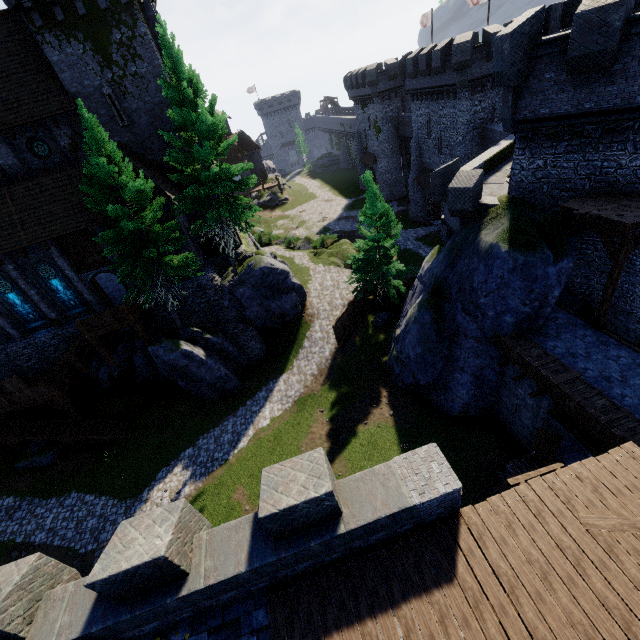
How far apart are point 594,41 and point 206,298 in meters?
24.2 m

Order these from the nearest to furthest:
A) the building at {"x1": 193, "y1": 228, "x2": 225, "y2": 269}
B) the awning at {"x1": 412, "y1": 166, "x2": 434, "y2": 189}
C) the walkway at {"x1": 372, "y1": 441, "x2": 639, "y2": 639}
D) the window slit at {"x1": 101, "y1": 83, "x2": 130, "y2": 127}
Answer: the walkway at {"x1": 372, "y1": 441, "x2": 639, "y2": 639} < the window slit at {"x1": 101, "y1": 83, "x2": 130, "y2": 127} < the building at {"x1": 193, "y1": 228, "x2": 225, "y2": 269} < the awning at {"x1": 412, "y1": 166, "x2": 434, "y2": 189}

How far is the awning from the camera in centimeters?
3641cm

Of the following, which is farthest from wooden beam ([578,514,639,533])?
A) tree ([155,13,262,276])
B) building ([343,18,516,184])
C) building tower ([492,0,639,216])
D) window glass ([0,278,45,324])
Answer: building ([343,18,516,184])

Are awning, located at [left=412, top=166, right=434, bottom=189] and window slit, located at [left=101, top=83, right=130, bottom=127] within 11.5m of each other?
no

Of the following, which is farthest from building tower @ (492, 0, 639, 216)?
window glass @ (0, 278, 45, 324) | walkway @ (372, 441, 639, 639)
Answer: window glass @ (0, 278, 45, 324)

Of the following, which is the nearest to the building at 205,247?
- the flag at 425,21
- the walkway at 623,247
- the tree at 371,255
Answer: the tree at 371,255

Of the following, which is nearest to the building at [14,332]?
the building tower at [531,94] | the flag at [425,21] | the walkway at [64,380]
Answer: the walkway at [64,380]
